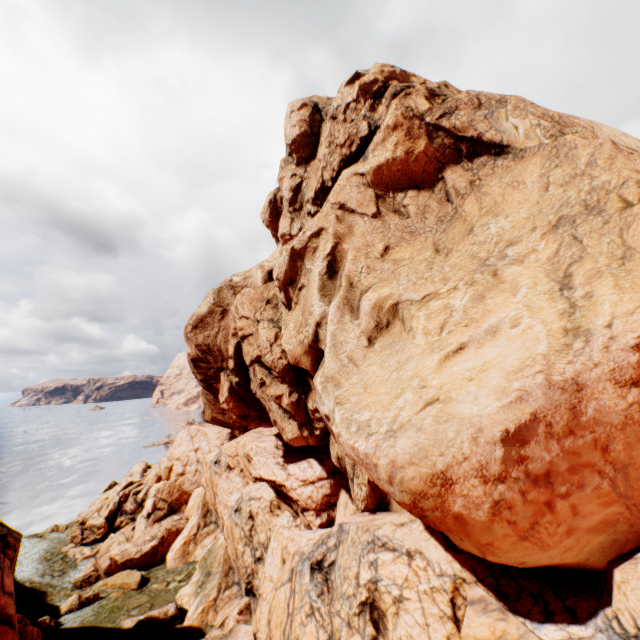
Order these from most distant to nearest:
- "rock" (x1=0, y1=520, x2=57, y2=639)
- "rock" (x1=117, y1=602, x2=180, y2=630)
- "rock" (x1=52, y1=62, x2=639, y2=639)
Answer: "rock" (x1=117, y1=602, x2=180, y2=630) → "rock" (x1=0, y1=520, x2=57, y2=639) → "rock" (x1=52, y1=62, x2=639, y2=639)

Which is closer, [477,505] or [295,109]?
[477,505]

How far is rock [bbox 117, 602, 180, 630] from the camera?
20.2m

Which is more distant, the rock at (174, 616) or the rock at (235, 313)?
the rock at (174, 616)

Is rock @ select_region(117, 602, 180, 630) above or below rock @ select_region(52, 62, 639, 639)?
below

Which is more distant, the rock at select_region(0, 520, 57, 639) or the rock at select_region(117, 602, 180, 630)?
the rock at select_region(117, 602, 180, 630)
